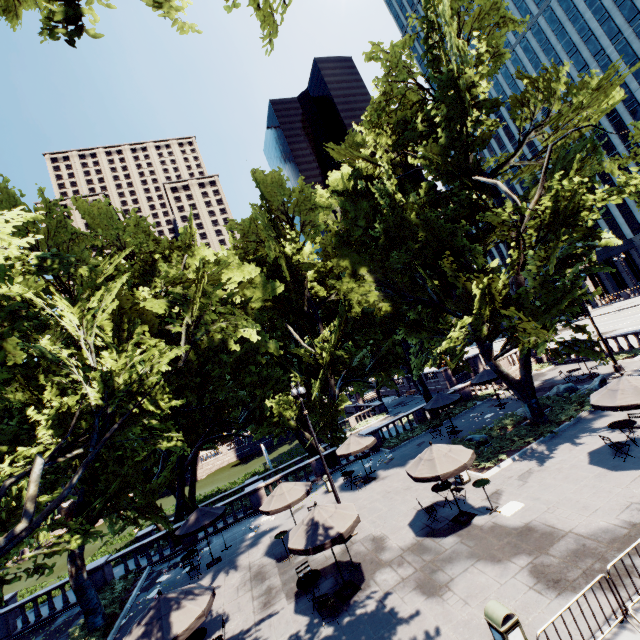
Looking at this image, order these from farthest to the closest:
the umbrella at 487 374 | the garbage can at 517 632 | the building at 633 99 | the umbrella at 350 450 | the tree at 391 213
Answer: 1. the building at 633 99
2. the umbrella at 487 374
3. the umbrella at 350 450
4. the tree at 391 213
5. the garbage can at 517 632

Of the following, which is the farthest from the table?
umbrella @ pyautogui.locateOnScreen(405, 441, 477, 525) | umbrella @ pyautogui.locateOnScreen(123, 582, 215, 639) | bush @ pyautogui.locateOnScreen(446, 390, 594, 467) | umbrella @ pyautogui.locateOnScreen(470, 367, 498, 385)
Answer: umbrella @ pyautogui.locateOnScreen(470, 367, 498, 385)

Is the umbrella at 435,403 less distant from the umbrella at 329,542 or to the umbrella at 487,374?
the umbrella at 487,374

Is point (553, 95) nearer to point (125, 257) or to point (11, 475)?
point (125, 257)

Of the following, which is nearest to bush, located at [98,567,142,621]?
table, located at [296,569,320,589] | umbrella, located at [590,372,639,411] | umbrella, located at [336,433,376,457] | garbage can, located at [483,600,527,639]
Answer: table, located at [296,569,320,589]

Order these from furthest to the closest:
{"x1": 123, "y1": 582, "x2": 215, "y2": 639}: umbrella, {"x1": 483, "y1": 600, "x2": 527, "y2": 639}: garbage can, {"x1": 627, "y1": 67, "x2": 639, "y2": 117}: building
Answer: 1. {"x1": 627, "y1": 67, "x2": 639, "y2": 117}: building
2. {"x1": 123, "y1": 582, "x2": 215, "y2": 639}: umbrella
3. {"x1": 483, "y1": 600, "x2": 527, "y2": 639}: garbage can

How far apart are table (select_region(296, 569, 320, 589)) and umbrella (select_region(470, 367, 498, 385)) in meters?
18.8

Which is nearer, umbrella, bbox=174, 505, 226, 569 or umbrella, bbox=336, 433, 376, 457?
umbrella, bbox=174, 505, 226, 569
